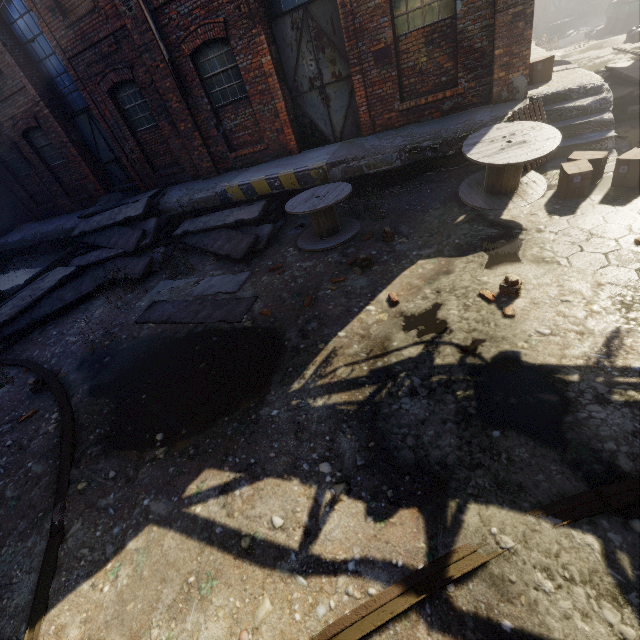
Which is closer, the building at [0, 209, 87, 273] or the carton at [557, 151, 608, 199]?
the carton at [557, 151, 608, 199]

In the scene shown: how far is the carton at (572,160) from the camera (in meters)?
5.43

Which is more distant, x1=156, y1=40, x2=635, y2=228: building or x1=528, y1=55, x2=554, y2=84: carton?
x1=528, y1=55, x2=554, y2=84: carton

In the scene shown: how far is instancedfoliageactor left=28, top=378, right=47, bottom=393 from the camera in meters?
6.0

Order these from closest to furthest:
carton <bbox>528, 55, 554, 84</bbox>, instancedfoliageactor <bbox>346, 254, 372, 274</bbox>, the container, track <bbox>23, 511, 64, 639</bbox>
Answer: track <bbox>23, 511, 64, 639</bbox> < instancedfoliageactor <bbox>346, 254, 372, 274</bbox> < carton <bbox>528, 55, 554, 84</bbox> < the container

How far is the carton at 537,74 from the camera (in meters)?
7.31

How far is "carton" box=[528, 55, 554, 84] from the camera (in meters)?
7.31

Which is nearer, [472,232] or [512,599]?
[512,599]
